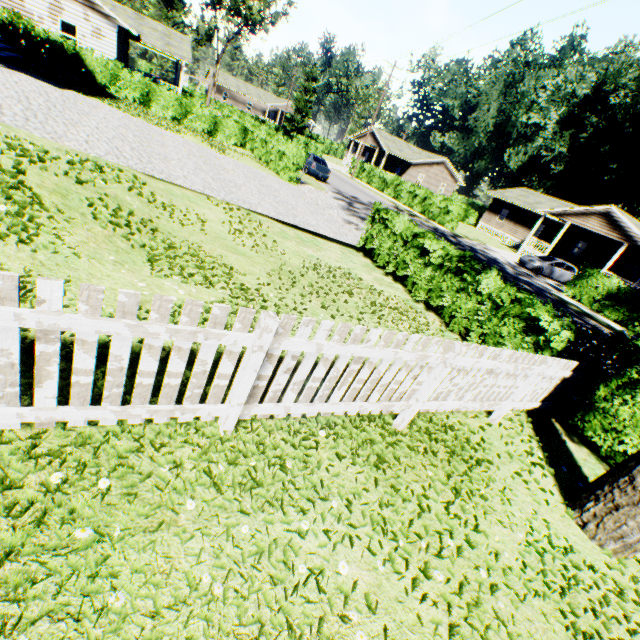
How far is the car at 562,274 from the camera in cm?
2484

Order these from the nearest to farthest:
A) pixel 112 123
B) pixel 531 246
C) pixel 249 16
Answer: pixel 112 123 → pixel 531 246 → pixel 249 16

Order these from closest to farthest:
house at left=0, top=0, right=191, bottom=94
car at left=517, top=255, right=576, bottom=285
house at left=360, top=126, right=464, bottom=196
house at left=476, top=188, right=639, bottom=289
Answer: house at left=0, top=0, right=191, bottom=94, car at left=517, top=255, right=576, bottom=285, house at left=476, top=188, right=639, bottom=289, house at left=360, top=126, right=464, bottom=196

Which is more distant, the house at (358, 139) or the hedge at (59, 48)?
the house at (358, 139)

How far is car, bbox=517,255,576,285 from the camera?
24.8m

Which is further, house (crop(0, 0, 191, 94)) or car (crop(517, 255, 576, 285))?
car (crop(517, 255, 576, 285))

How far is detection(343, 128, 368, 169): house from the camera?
49.2 meters
